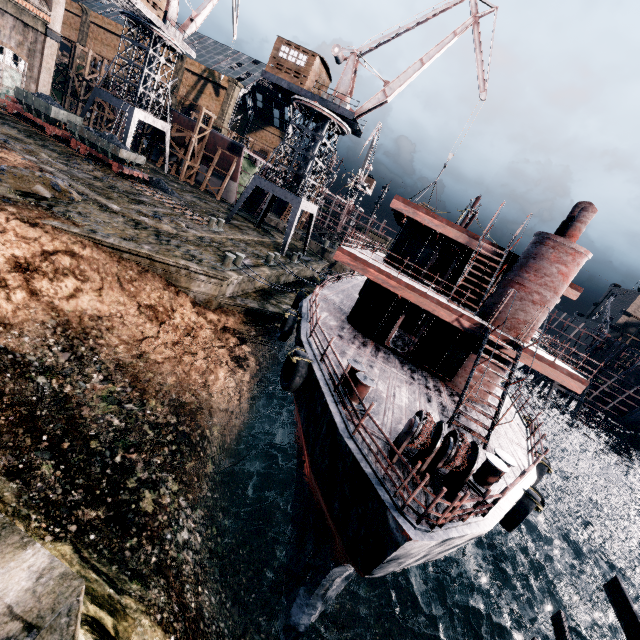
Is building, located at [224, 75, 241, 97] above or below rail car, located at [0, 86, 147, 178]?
above

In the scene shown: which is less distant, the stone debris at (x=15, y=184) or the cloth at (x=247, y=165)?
the stone debris at (x=15, y=184)

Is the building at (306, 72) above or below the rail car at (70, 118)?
above

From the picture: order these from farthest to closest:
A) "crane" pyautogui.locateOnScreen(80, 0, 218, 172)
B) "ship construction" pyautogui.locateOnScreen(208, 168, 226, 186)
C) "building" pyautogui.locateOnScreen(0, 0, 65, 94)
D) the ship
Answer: "ship construction" pyautogui.locateOnScreen(208, 168, 226, 186), "crane" pyautogui.locateOnScreen(80, 0, 218, 172), "building" pyautogui.locateOnScreen(0, 0, 65, 94), the ship

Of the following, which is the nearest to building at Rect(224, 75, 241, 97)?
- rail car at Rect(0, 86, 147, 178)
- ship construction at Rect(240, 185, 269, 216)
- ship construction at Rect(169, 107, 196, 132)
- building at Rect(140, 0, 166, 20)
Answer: building at Rect(140, 0, 166, 20)

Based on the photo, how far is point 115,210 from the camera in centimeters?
1981cm

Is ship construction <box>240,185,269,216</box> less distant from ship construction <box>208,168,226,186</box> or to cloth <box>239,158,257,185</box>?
cloth <box>239,158,257,185</box>

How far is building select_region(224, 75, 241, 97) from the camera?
59.0 meters
